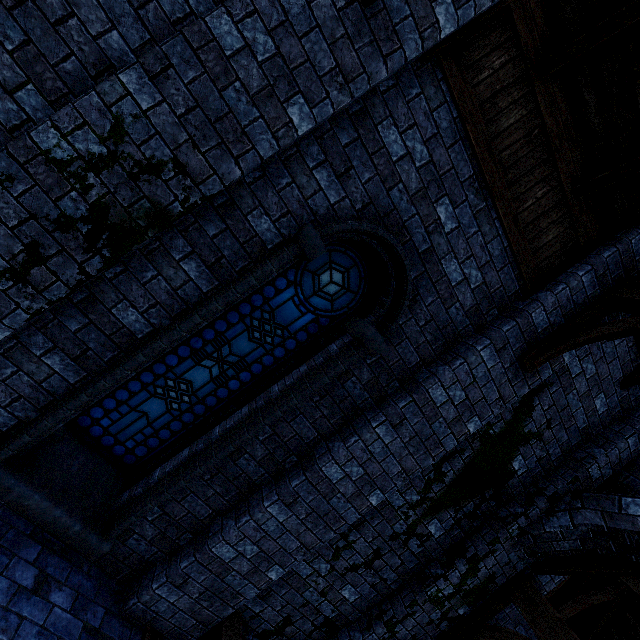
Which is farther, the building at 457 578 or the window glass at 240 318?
the window glass at 240 318

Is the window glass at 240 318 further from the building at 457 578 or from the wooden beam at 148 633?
the wooden beam at 148 633

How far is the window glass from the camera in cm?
361

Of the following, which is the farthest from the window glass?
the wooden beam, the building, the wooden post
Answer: the wooden post

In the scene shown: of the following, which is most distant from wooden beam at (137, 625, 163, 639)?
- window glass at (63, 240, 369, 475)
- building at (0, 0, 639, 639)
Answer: window glass at (63, 240, 369, 475)

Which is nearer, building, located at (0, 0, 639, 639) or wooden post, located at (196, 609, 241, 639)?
building, located at (0, 0, 639, 639)

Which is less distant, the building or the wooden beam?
the building

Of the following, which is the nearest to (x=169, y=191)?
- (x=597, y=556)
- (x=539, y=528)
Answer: (x=539, y=528)
